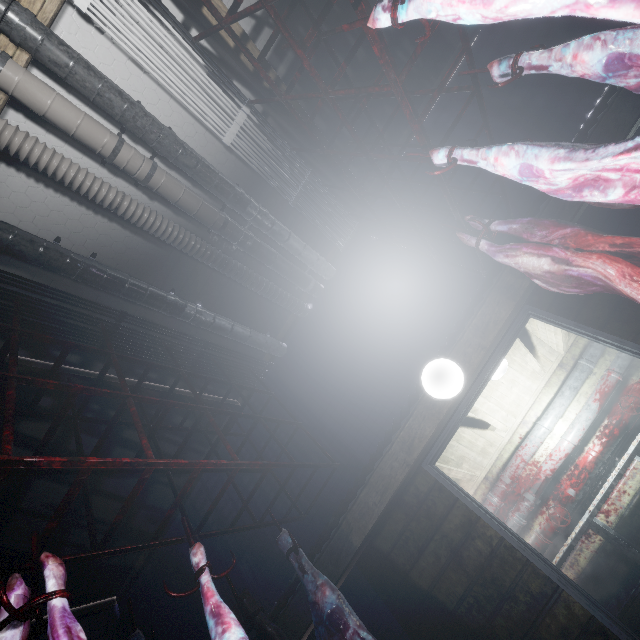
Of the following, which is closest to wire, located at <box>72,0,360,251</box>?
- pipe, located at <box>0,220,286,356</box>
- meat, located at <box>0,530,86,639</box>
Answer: pipe, located at <box>0,220,286,356</box>

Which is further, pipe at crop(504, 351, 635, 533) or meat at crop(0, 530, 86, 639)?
pipe at crop(504, 351, 635, 533)

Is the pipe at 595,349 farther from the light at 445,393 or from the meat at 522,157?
the meat at 522,157

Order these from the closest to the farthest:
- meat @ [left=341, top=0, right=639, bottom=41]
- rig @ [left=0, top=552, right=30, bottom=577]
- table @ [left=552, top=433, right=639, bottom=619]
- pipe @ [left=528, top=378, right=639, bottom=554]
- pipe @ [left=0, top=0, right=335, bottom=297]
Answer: meat @ [left=341, top=0, right=639, bottom=41]
rig @ [left=0, top=552, right=30, bottom=577]
pipe @ [left=0, top=0, right=335, bottom=297]
table @ [left=552, top=433, right=639, bottom=619]
pipe @ [left=528, top=378, right=639, bottom=554]

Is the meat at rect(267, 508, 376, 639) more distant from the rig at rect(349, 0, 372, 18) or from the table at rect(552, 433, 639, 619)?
the table at rect(552, 433, 639, 619)

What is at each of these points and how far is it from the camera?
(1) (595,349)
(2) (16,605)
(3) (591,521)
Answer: (1) pipe, 4.7 meters
(2) meat, 1.0 meters
(3) table, 3.7 meters

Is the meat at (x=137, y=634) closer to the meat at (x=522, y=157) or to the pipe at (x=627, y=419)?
the meat at (x=522, y=157)

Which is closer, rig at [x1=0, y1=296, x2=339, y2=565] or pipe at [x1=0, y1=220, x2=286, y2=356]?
rig at [x1=0, y1=296, x2=339, y2=565]
